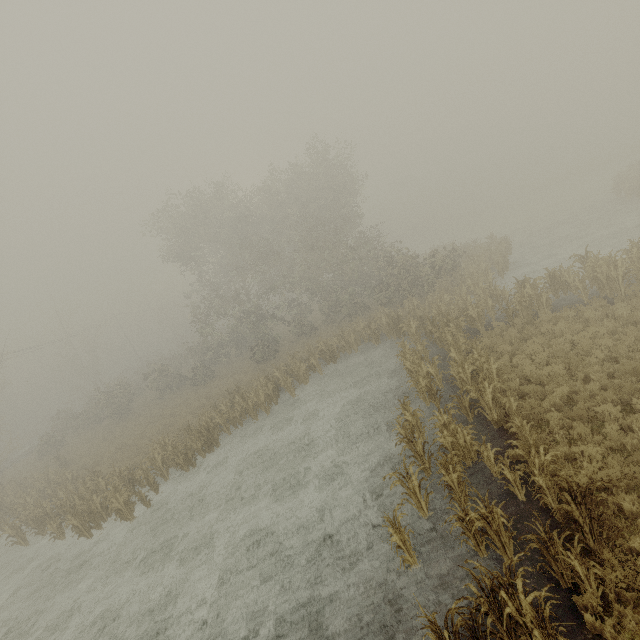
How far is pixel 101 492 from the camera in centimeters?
1672cm

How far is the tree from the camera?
7.1m

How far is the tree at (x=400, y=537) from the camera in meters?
7.1
